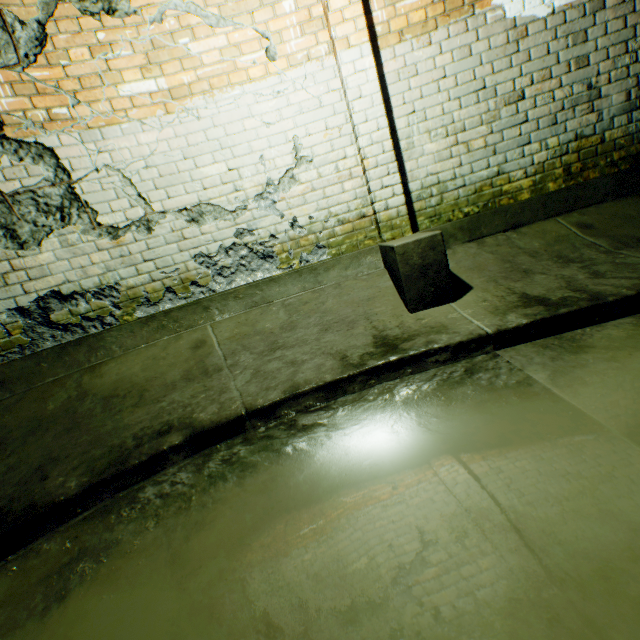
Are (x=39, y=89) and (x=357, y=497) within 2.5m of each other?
no

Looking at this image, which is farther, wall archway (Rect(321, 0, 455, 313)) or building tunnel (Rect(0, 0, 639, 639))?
wall archway (Rect(321, 0, 455, 313))

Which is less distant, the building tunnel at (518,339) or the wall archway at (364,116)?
the building tunnel at (518,339)
